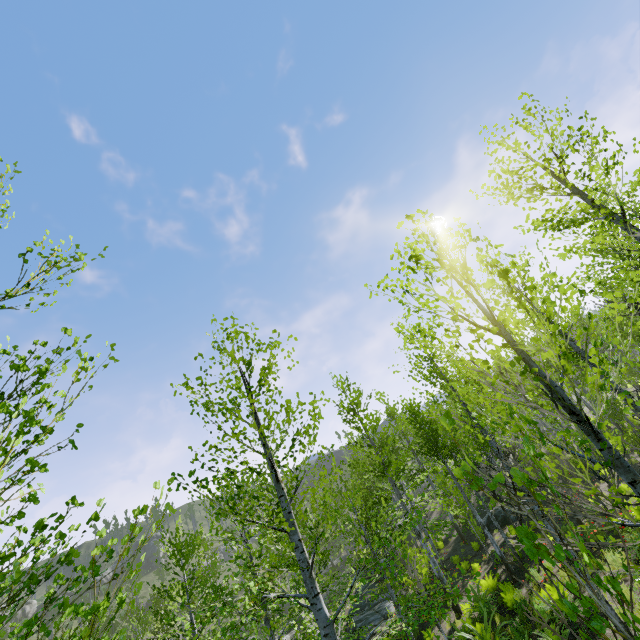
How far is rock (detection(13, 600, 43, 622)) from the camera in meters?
54.3

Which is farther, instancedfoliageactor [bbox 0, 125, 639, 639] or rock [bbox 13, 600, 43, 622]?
rock [bbox 13, 600, 43, 622]

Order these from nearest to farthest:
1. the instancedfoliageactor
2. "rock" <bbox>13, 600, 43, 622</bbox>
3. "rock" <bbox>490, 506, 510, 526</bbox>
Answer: the instancedfoliageactor, "rock" <bbox>490, 506, 510, 526</bbox>, "rock" <bbox>13, 600, 43, 622</bbox>

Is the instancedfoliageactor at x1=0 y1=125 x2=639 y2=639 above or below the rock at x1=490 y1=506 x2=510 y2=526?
above

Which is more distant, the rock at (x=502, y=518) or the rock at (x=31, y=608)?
the rock at (x=31, y=608)

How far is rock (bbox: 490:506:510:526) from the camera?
21.3m

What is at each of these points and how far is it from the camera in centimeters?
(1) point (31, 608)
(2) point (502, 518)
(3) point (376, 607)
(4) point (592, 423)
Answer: (1) rock, 5591cm
(2) rock, 2162cm
(3) rock, 2062cm
(4) instancedfoliageactor, 1214cm

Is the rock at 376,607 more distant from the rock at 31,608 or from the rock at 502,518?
the rock at 31,608
